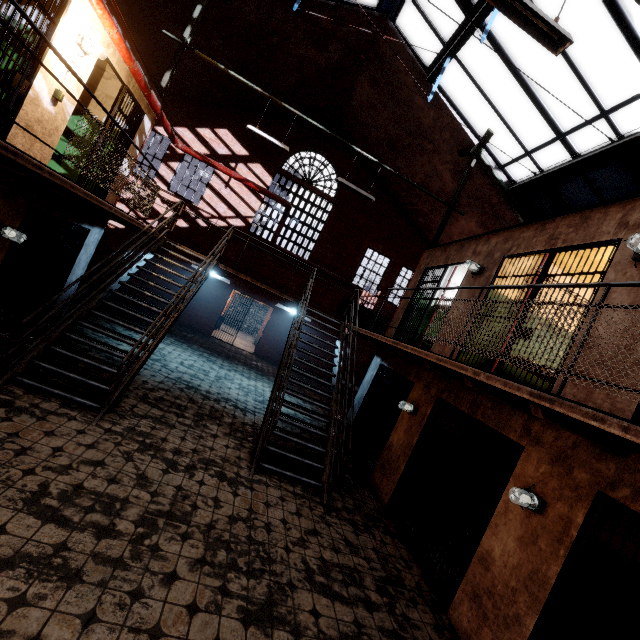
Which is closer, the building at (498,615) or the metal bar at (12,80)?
the building at (498,615)

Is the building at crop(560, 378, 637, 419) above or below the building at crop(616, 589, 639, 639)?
above

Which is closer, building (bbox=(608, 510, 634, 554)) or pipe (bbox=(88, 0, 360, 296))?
building (bbox=(608, 510, 634, 554))

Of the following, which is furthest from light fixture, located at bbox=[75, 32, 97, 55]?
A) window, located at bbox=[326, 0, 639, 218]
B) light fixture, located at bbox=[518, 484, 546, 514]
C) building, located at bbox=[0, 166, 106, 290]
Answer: light fixture, located at bbox=[518, 484, 546, 514]

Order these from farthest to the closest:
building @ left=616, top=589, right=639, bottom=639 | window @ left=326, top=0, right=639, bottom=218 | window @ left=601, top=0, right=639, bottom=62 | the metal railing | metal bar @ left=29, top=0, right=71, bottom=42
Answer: window @ left=326, top=0, right=639, bottom=218 → window @ left=601, top=0, right=639, bottom=62 → metal bar @ left=29, top=0, right=71, bottom=42 → building @ left=616, top=589, right=639, bottom=639 → the metal railing

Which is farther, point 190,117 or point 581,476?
point 190,117

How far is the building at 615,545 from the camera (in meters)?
3.57

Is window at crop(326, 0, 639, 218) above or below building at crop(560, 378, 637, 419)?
above
